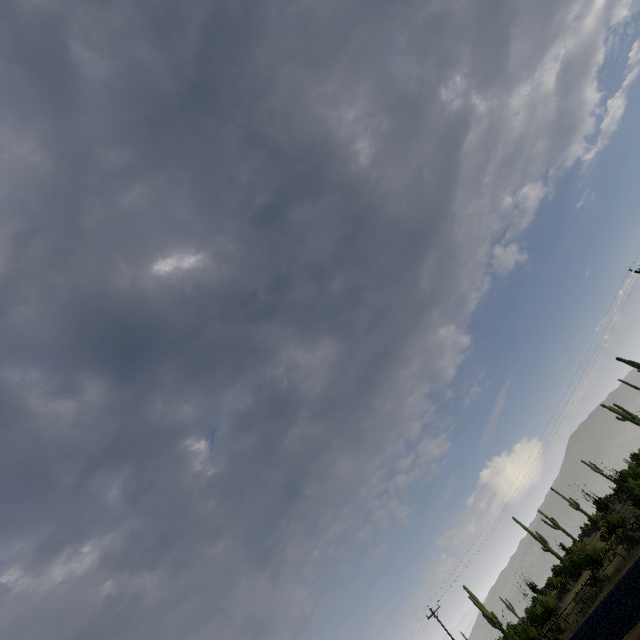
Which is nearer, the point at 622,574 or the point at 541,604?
the point at 622,574
